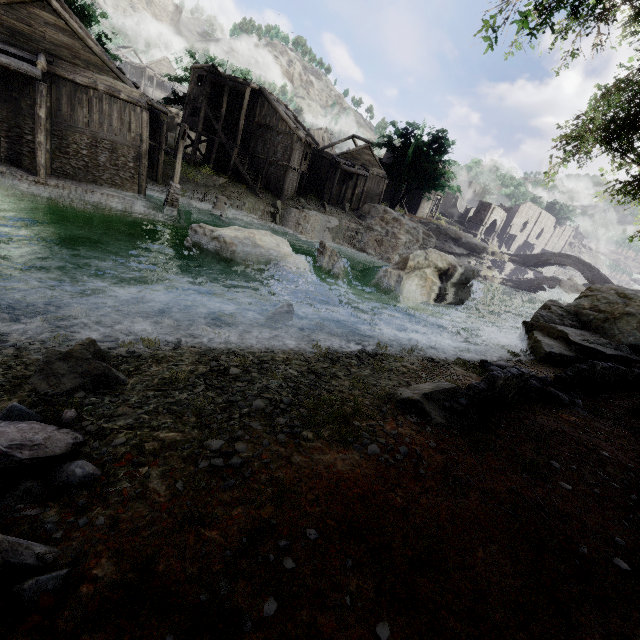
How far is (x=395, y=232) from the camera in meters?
38.0

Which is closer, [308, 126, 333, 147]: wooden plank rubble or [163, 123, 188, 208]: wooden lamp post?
[163, 123, 188, 208]: wooden lamp post

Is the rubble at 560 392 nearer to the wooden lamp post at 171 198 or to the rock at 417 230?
the wooden lamp post at 171 198

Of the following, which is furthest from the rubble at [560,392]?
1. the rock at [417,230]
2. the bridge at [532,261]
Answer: the bridge at [532,261]

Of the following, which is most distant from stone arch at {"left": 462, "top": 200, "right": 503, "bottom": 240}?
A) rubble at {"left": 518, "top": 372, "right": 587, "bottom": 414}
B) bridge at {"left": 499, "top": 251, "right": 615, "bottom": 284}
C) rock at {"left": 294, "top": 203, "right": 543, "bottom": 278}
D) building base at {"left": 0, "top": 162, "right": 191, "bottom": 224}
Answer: building base at {"left": 0, "top": 162, "right": 191, "bottom": 224}

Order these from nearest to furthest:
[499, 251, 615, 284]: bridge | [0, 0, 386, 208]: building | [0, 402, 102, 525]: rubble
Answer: [0, 402, 102, 525]: rubble → [0, 0, 386, 208]: building → [499, 251, 615, 284]: bridge

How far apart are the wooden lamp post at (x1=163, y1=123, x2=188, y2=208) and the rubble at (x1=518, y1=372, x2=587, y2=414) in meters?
19.8 m

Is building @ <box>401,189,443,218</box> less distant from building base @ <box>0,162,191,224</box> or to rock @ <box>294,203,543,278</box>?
building base @ <box>0,162,191,224</box>
